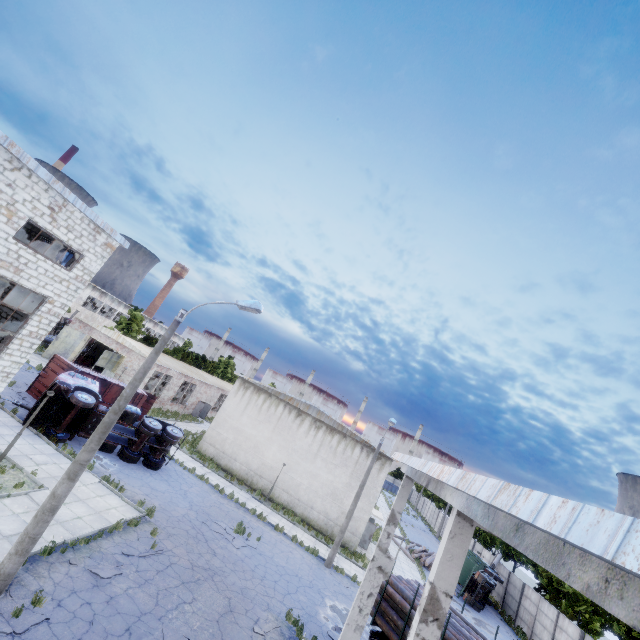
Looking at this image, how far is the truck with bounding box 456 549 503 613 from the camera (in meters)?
28.54

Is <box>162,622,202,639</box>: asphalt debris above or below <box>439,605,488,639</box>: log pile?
below

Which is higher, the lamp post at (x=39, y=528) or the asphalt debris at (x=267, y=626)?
the lamp post at (x=39, y=528)

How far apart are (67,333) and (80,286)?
24.3m

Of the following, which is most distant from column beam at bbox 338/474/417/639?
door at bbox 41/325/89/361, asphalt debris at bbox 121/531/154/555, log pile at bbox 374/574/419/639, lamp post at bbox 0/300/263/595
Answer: door at bbox 41/325/89/361

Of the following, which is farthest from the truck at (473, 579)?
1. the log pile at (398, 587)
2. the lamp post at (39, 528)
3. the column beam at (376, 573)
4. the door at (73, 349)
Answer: the door at (73, 349)

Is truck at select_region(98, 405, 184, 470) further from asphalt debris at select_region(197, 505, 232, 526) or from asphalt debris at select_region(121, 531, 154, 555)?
asphalt debris at select_region(121, 531, 154, 555)

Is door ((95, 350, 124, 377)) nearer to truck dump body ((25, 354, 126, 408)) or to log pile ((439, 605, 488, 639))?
truck dump body ((25, 354, 126, 408))
